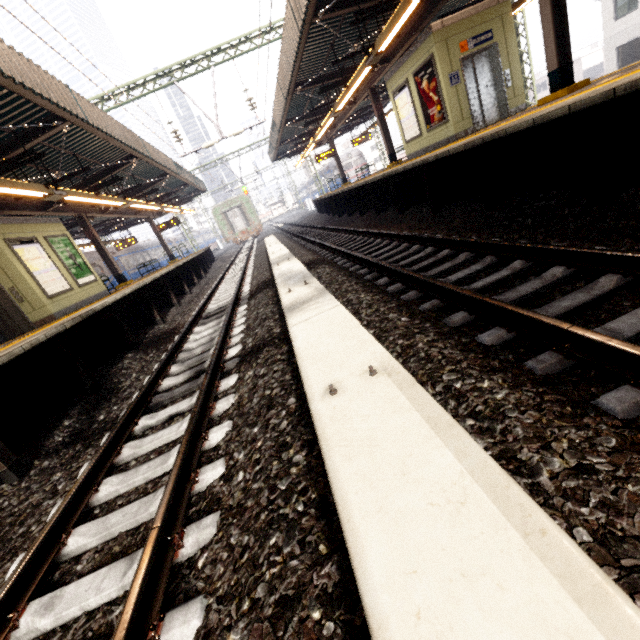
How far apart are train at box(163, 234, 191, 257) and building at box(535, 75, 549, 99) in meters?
62.5

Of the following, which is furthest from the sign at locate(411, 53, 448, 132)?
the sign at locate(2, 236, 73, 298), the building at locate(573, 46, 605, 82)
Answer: the building at locate(573, 46, 605, 82)

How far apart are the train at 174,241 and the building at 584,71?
62.53m

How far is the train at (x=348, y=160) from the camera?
37.6m

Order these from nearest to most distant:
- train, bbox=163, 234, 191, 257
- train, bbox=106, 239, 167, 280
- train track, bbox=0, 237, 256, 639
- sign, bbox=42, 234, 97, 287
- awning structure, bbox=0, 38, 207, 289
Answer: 1. train track, bbox=0, 237, 256, 639
2. awning structure, bbox=0, 38, 207, 289
3. sign, bbox=42, 234, 97, 287
4. train, bbox=106, 239, 167, 280
5. train, bbox=163, 234, 191, 257

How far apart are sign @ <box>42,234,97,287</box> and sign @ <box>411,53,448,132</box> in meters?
12.5 m

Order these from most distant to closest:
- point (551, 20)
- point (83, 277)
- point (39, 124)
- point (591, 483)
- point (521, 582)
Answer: point (83, 277)
point (39, 124)
point (551, 20)
point (591, 483)
point (521, 582)

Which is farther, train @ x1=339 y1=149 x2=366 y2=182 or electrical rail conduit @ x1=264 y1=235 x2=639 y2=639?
train @ x1=339 y1=149 x2=366 y2=182
